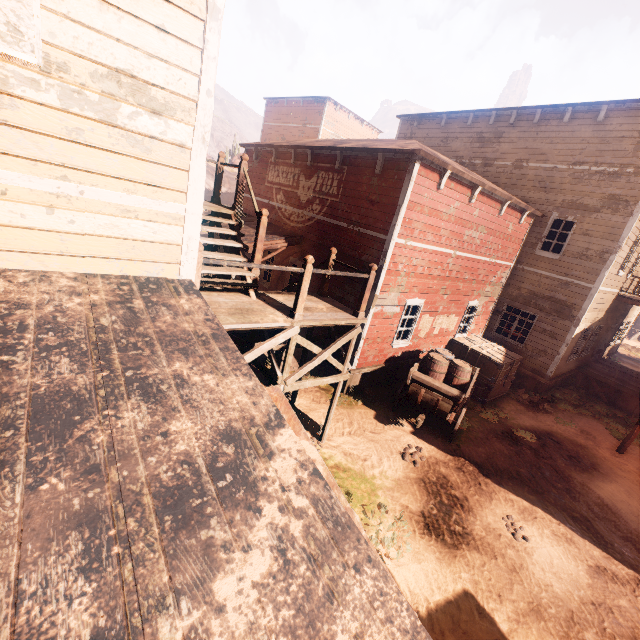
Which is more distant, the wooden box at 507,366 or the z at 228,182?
the z at 228,182

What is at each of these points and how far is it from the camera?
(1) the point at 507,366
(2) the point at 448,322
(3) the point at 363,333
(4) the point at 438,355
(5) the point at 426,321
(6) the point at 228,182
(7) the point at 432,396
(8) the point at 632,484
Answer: (1) wooden box, 12.0m
(2) poster, 12.2m
(3) building, 9.4m
(4) barrel, 10.0m
(5) poster, 11.2m
(6) z, 48.6m
(7) carraige, 8.5m
(8) z, 9.5m

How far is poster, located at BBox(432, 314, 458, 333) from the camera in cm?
1167

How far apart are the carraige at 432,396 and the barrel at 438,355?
0.02m

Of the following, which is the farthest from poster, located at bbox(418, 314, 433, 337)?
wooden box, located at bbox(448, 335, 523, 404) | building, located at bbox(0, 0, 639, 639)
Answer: wooden box, located at bbox(448, 335, 523, 404)

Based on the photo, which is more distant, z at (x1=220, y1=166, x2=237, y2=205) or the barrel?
z at (x1=220, y1=166, x2=237, y2=205)

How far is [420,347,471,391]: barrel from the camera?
9.5 meters

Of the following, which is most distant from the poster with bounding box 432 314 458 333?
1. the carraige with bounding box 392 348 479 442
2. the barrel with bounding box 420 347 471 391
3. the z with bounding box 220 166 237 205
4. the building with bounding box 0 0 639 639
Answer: the z with bounding box 220 166 237 205
